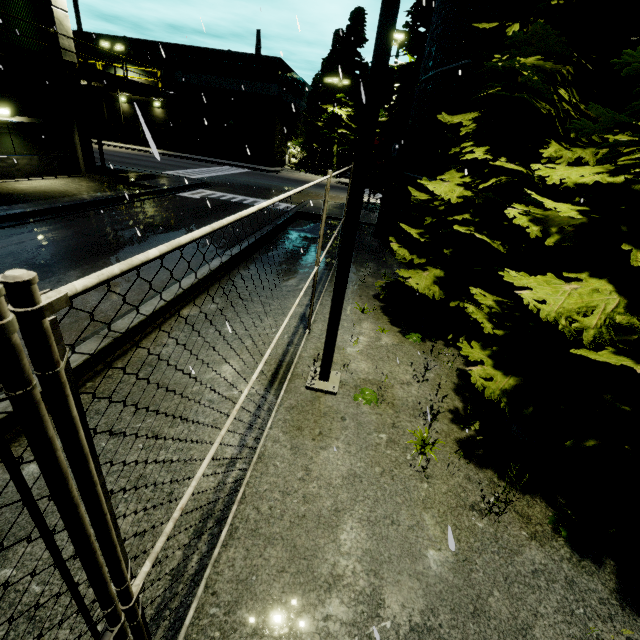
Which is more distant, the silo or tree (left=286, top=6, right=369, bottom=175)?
tree (left=286, top=6, right=369, bottom=175)

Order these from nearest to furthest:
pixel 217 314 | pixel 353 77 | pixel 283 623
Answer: pixel 283 623 < pixel 217 314 < pixel 353 77

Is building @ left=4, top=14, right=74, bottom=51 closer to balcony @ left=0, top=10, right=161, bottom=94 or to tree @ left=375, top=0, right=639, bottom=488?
balcony @ left=0, top=10, right=161, bottom=94

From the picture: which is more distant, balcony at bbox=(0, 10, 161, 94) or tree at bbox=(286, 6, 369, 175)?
tree at bbox=(286, 6, 369, 175)

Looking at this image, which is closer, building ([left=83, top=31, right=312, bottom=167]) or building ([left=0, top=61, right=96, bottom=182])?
building ([left=0, top=61, right=96, bottom=182])

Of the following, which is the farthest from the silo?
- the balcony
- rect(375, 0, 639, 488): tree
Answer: the balcony

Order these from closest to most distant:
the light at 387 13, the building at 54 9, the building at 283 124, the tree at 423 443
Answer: the light at 387 13 → the tree at 423 443 → the building at 54 9 → the building at 283 124

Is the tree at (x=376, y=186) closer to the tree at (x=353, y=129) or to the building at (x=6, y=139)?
the building at (x=6, y=139)
